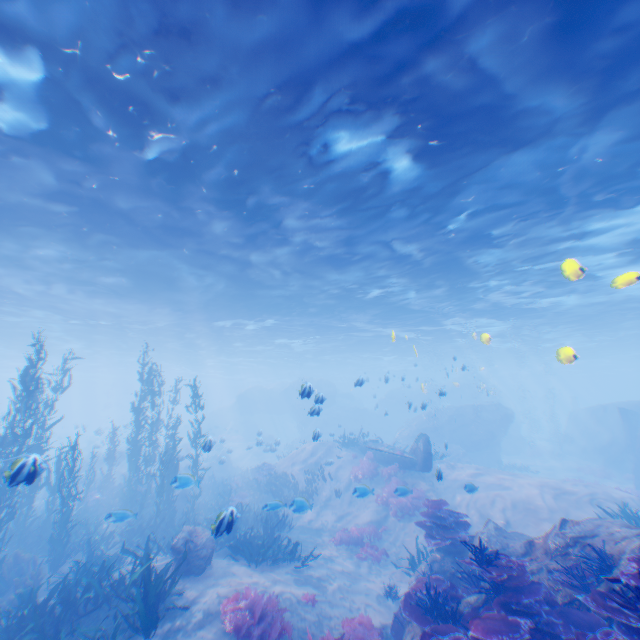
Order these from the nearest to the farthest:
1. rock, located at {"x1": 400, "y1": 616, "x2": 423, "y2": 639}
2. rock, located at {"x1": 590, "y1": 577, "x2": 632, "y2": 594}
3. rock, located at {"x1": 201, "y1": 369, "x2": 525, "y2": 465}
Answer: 1. rock, located at {"x1": 590, "y1": 577, "x2": 632, "y2": 594}
2. rock, located at {"x1": 400, "y1": 616, "x2": 423, "y2": 639}
3. rock, located at {"x1": 201, "y1": 369, "x2": 525, "y2": 465}

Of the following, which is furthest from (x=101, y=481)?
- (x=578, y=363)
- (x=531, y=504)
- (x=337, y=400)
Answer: (x=578, y=363)

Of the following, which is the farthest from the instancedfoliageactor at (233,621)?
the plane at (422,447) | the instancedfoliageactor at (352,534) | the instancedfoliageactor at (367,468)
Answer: the plane at (422,447)

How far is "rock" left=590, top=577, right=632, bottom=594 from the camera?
5.5 meters

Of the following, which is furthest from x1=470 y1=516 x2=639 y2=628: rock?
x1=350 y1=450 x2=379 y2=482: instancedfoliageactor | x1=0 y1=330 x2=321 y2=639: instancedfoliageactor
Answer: x1=350 y1=450 x2=379 y2=482: instancedfoliageactor

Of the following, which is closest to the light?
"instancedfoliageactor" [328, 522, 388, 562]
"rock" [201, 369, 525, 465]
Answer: "rock" [201, 369, 525, 465]

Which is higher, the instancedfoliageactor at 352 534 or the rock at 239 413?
A: the rock at 239 413
